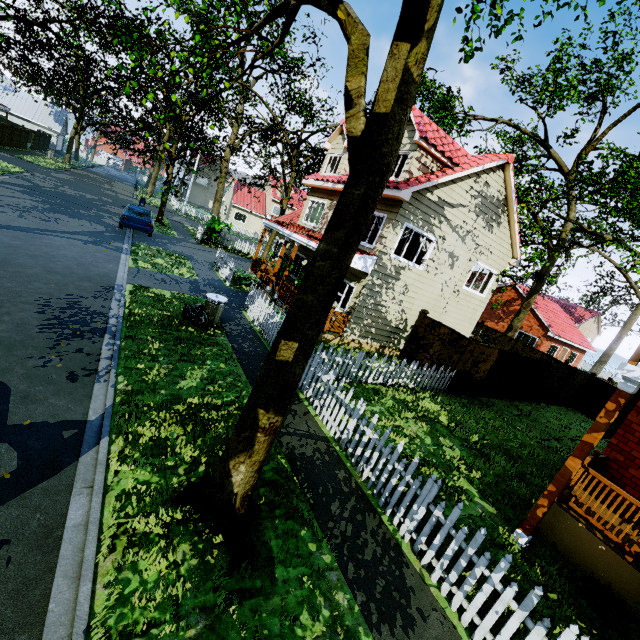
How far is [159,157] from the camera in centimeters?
4312cm

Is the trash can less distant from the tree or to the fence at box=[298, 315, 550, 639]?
the fence at box=[298, 315, 550, 639]

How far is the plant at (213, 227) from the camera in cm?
2314

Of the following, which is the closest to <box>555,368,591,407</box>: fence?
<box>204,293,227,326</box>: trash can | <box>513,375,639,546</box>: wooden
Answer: <box>204,293,227,326</box>: trash can

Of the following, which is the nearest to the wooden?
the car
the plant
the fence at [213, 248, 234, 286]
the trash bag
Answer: the fence at [213, 248, 234, 286]

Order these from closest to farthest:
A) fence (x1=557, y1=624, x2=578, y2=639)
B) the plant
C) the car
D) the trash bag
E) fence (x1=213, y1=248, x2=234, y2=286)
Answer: fence (x1=557, y1=624, x2=578, y2=639) < the trash bag < fence (x1=213, y1=248, x2=234, y2=286) < the car < the plant

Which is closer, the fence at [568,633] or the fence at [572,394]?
the fence at [568,633]
